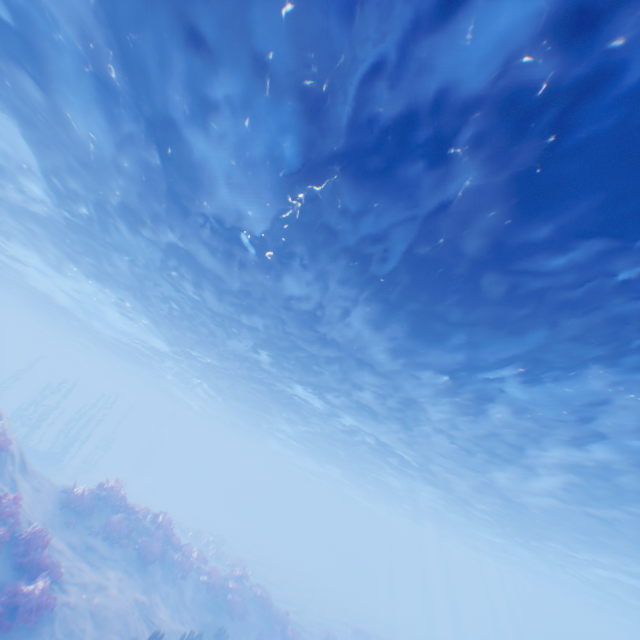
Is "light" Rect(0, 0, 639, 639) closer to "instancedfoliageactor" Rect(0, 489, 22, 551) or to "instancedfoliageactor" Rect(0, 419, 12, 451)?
"instancedfoliageactor" Rect(0, 419, 12, 451)

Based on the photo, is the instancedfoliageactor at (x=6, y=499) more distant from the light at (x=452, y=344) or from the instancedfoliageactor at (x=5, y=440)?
the light at (x=452, y=344)

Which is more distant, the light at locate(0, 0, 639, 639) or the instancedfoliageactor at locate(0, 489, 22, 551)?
the instancedfoliageactor at locate(0, 489, 22, 551)

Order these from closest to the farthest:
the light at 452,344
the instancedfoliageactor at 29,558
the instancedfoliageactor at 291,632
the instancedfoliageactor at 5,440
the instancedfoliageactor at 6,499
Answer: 1. the light at 452,344
2. the instancedfoliageactor at 29,558
3. the instancedfoliageactor at 6,499
4. the instancedfoliageactor at 5,440
5. the instancedfoliageactor at 291,632

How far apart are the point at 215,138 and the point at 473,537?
52.62m

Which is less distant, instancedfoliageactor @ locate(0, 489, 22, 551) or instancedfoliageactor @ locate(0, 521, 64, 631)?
instancedfoliageactor @ locate(0, 521, 64, 631)

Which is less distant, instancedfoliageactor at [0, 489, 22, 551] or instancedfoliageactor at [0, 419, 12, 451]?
instancedfoliageactor at [0, 489, 22, 551]

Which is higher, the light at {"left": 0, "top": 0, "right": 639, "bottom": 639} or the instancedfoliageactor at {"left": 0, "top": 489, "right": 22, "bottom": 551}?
the light at {"left": 0, "top": 0, "right": 639, "bottom": 639}
